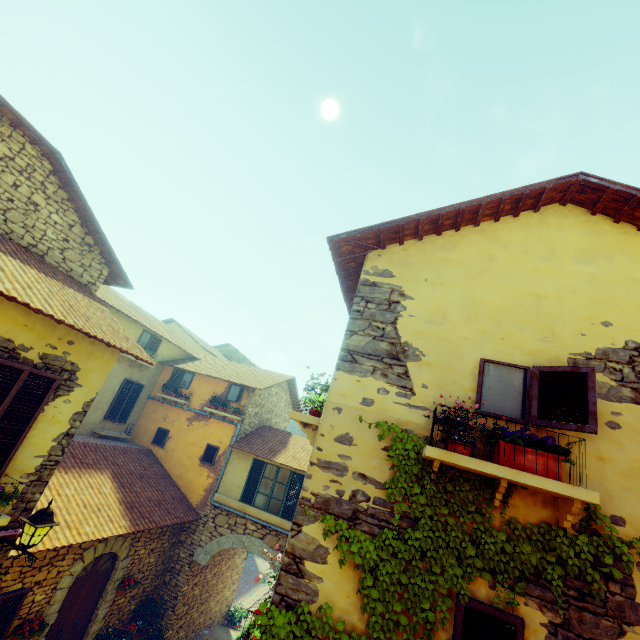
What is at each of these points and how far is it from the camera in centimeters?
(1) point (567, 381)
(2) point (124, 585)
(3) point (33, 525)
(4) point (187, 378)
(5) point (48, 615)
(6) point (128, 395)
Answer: (1) window, 360cm
(2) flower pot, 912cm
(3) street light, 489cm
(4) window, 1441cm
(5) stone doorway, 731cm
(6) window, 1322cm

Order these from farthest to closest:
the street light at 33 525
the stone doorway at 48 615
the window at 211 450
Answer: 1. the window at 211 450
2. the stone doorway at 48 615
3. the street light at 33 525

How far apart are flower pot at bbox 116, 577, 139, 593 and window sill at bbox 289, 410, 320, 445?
8.4m

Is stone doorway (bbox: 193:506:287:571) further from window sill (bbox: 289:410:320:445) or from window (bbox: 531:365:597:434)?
window sill (bbox: 289:410:320:445)

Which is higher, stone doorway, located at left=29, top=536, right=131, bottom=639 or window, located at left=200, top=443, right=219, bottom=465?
window, located at left=200, top=443, right=219, bottom=465

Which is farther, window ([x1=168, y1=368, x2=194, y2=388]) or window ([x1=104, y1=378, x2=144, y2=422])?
window ([x1=168, y1=368, x2=194, y2=388])

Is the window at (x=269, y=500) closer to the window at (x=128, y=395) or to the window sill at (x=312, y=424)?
the window sill at (x=312, y=424)

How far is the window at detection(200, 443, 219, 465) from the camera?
12.5m
